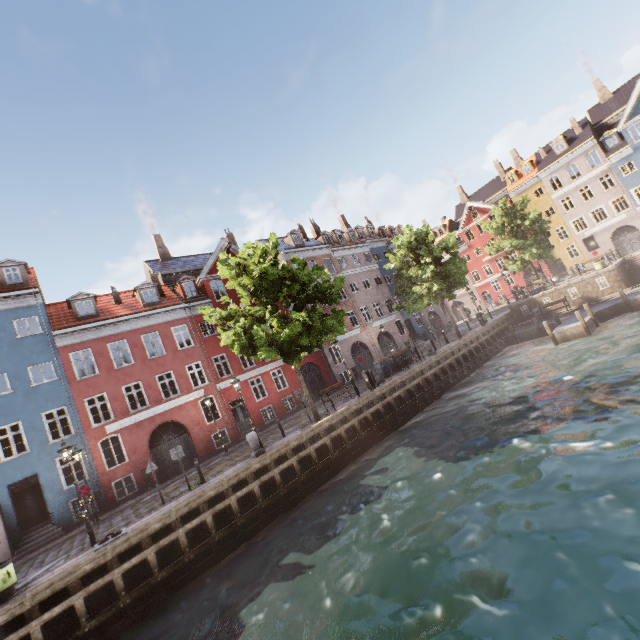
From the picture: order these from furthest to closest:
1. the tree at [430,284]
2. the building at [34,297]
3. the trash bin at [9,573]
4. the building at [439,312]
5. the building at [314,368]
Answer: the building at [439,312] → the building at [314,368] → the tree at [430,284] → the building at [34,297] → the trash bin at [9,573]

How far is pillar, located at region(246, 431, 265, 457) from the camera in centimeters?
1476cm

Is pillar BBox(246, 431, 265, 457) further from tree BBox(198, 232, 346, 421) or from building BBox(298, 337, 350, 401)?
building BBox(298, 337, 350, 401)

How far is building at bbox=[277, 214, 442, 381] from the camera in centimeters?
3173cm

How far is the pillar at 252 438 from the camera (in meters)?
14.76

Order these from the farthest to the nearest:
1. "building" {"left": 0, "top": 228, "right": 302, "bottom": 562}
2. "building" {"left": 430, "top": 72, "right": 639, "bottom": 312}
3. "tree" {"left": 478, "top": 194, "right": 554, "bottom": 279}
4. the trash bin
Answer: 1. "building" {"left": 430, "top": 72, "right": 639, "bottom": 312}
2. "tree" {"left": 478, "top": 194, "right": 554, "bottom": 279}
3. "building" {"left": 0, "top": 228, "right": 302, "bottom": 562}
4. the trash bin

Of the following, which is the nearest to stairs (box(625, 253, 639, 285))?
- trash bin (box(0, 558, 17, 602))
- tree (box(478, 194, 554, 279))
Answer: tree (box(478, 194, 554, 279))

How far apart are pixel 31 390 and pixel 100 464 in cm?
571
